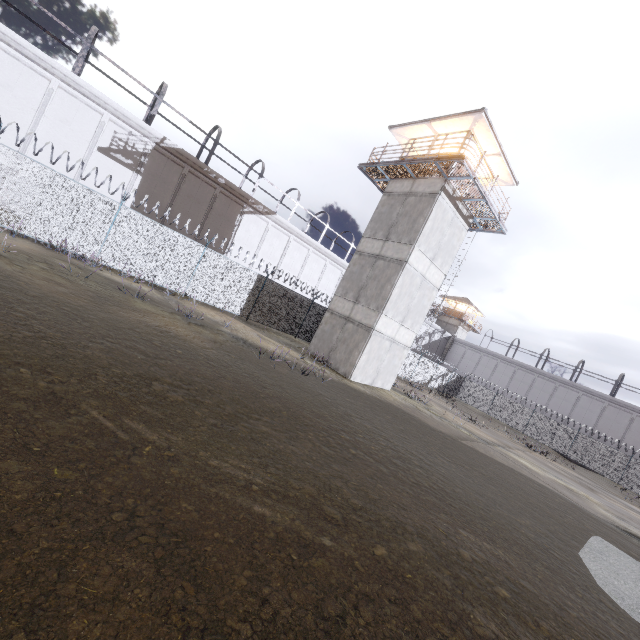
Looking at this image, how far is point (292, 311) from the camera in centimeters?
2112cm

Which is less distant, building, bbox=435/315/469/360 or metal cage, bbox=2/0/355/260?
metal cage, bbox=2/0/355/260

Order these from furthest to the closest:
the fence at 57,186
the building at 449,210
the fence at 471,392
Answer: the fence at 471,392
the building at 449,210
the fence at 57,186

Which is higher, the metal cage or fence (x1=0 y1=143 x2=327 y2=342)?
the metal cage

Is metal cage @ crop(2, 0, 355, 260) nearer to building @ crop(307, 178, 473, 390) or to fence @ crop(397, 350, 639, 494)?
fence @ crop(397, 350, 639, 494)

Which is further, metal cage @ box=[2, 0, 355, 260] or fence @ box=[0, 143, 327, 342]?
metal cage @ box=[2, 0, 355, 260]

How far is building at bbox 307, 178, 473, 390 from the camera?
17.3 meters

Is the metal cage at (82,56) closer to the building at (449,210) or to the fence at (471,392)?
the fence at (471,392)
